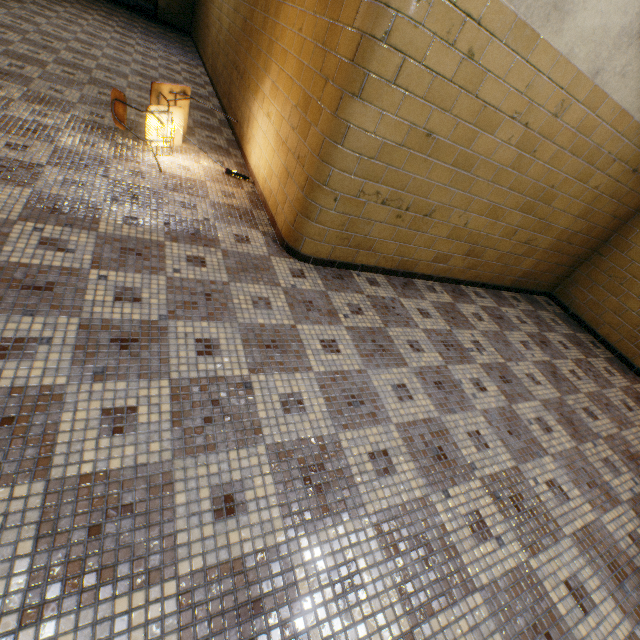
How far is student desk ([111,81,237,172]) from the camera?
3.0m

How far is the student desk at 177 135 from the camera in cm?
297

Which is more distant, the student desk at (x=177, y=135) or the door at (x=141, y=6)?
the door at (x=141, y=6)

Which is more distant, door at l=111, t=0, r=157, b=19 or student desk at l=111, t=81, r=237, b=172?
door at l=111, t=0, r=157, b=19

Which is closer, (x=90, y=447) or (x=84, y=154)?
(x=90, y=447)
